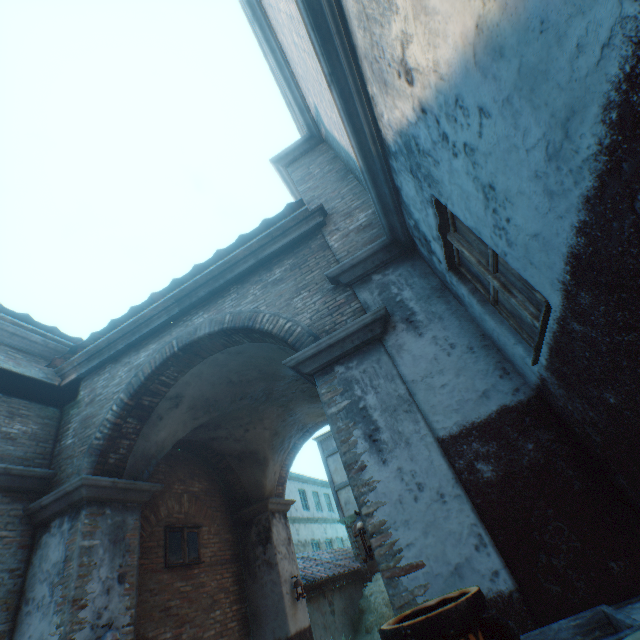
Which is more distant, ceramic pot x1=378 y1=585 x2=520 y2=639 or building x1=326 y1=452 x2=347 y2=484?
building x1=326 y1=452 x2=347 y2=484

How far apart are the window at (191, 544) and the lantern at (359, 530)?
5.07m

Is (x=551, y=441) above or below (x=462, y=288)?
below

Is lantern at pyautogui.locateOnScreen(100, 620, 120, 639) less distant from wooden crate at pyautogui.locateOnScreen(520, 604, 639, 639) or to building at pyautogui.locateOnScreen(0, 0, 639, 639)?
building at pyautogui.locateOnScreen(0, 0, 639, 639)

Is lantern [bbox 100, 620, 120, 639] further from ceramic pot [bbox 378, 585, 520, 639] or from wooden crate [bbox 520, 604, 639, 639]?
ceramic pot [bbox 378, 585, 520, 639]

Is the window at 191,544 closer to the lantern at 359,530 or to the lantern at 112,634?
the lantern at 112,634

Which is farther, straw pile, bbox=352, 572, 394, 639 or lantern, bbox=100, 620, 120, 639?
straw pile, bbox=352, 572, 394, 639

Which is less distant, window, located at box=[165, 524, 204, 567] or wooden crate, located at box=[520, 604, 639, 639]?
wooden crate, located at box=[520, 604, 639, 639]
